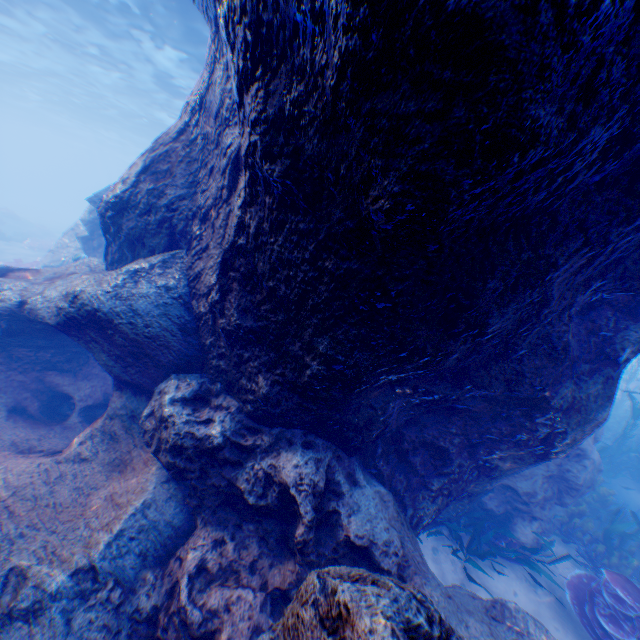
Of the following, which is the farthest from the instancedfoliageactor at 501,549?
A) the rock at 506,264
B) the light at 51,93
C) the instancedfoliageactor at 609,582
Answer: the light at 51,93

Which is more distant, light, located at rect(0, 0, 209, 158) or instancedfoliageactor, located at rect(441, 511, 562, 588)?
light, located at rect(0, 0, 209, 158)

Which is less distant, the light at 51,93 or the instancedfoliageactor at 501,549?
the instancedfoliageactor at 501,549

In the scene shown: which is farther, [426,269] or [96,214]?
[96,214]

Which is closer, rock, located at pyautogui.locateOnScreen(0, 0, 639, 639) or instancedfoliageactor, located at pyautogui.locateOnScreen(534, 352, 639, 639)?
rock, located at pyautogui.locateOnScreen(0, 0, 639, 639)

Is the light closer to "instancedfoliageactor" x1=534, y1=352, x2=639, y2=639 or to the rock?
the rock

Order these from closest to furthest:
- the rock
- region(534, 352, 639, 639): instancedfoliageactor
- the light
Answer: the rock → region(534, 352, 639, 639): instancedfoliageactor → the light

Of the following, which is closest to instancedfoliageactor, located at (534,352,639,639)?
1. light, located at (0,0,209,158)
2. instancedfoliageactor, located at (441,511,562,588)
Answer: light, located at (0,0,209,158)
